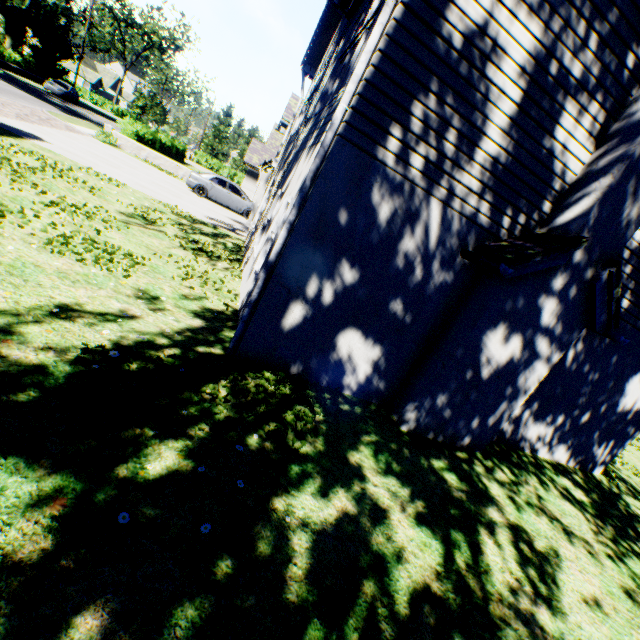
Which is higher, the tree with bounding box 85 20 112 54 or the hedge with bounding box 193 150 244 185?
the tree with bounding box 85 20 112 54

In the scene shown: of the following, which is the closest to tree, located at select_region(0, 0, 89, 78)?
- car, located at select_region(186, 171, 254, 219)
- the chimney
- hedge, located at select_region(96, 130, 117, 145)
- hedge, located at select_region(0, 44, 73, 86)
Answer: hedge, located at select_region(0, 44, 73, 86)

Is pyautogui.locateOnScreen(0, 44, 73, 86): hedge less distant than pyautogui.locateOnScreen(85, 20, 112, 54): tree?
Yes

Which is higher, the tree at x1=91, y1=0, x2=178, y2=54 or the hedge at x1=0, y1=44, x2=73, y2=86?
the tree at x1=91, y1=0, x2=178, y2=54

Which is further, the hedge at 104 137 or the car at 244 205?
the hedge at 104 137

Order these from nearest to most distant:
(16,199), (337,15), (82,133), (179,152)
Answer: (16,199), (337,15), (82,133), (179,152)

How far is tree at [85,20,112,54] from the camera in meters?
37.2 m

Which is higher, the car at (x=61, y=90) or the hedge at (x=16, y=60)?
the hedge at (x=16, y=60)
